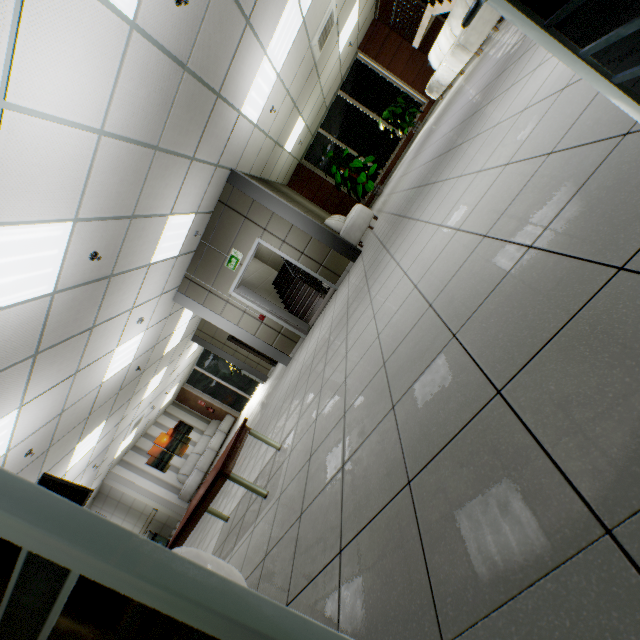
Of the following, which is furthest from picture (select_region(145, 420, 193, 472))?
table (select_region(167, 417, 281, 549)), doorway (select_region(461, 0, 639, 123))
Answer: doorway (select_region(461, 0, 639, 123))

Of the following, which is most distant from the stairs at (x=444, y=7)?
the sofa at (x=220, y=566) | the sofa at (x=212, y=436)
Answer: the sofa at (x=212, y=436)

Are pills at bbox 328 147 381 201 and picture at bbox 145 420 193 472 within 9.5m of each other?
no

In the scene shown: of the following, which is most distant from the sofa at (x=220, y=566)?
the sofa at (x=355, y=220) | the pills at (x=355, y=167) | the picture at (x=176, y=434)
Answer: the pills at (x=355, y=167)

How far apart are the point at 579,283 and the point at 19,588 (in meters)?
1.69

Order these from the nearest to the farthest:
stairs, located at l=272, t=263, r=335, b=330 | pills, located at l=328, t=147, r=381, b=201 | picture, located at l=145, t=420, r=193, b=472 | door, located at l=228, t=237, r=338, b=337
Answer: door, located at l=228, t=237, r=338, b=337 < stairs, located at l=272, t=263, r=335, b=330 < pills, located at l=328, t=147, r=381, b=201 < picture, located at l=145, t=420, r=193, b=472

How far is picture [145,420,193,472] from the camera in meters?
13.4 m

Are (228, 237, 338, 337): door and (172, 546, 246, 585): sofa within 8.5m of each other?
yes
